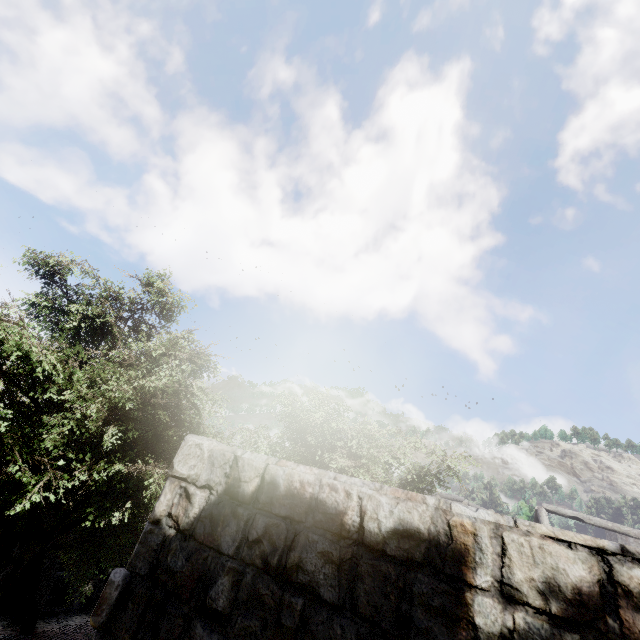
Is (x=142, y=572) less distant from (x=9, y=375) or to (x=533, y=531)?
(x=533, y=531)
